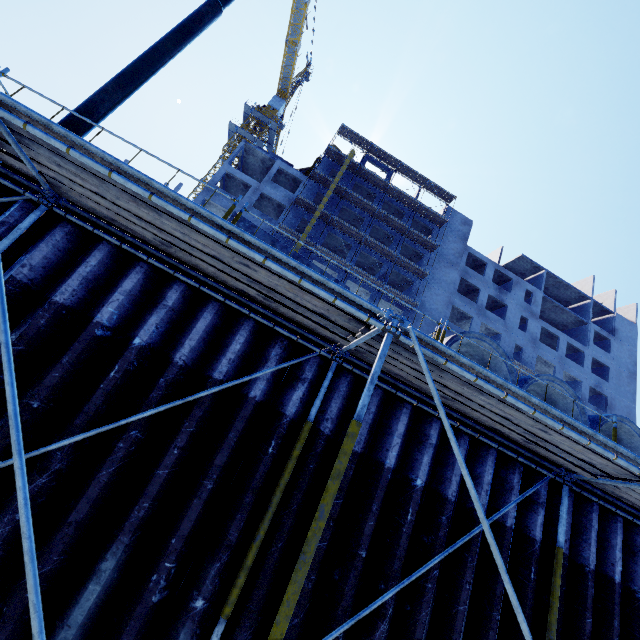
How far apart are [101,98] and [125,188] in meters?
3.8 m

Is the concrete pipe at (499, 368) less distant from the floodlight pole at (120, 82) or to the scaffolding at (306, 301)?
the scaffolding at (306, 301)

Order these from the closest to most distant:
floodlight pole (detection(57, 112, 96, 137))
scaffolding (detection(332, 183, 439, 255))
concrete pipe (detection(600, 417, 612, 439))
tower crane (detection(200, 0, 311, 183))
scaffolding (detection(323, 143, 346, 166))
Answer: floodlight pole (detection(57, 112, 96, 137)), concrete pipe (detection(600, 417, 612, 439)), scaffolding (detection(332, 183, 439, 255)), scaffolding (detection(323, 143, 346, 166)), tower crane (detection(200, 0, 311, 183))

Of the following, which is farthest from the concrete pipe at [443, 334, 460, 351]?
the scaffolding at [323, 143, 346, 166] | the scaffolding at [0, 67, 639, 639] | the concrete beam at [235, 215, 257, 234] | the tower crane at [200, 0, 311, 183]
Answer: the tower crane at [200, 0, 311, 183]

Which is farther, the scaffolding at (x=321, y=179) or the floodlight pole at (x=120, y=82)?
the scaffolding at (x=321, y=179)

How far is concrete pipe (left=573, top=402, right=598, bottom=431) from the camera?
6.1 meters

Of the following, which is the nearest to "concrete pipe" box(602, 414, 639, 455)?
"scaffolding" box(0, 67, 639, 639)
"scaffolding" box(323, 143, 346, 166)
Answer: "scaffolding" box(0, 67, 639, 639)
